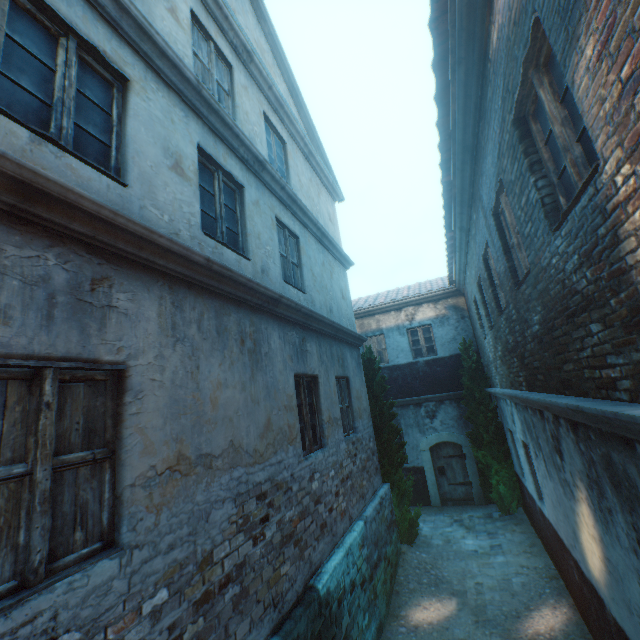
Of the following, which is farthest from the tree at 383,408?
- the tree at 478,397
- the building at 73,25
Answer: the building at 73,25

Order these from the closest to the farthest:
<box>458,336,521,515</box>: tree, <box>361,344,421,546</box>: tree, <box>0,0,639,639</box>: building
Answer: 1. <box>0,0,639,639</box>: building
2. <box>361,344,421,546</box>: tree
3. <box>458,336,521,515</box>: tree

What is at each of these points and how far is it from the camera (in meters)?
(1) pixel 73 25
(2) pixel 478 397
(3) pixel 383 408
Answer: (1) building, 2.84
(2) tree, 10.67
(3) tree, 9.72

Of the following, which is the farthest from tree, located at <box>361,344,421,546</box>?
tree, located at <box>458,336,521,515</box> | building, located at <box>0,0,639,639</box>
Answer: building, located at <box>0,0,639,639</box>

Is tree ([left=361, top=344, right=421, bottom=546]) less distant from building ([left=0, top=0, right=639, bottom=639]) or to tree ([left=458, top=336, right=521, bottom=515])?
tree ([left=458, top=336, right=521, bottom=515])

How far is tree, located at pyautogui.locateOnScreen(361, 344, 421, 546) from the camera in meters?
8.9 m
